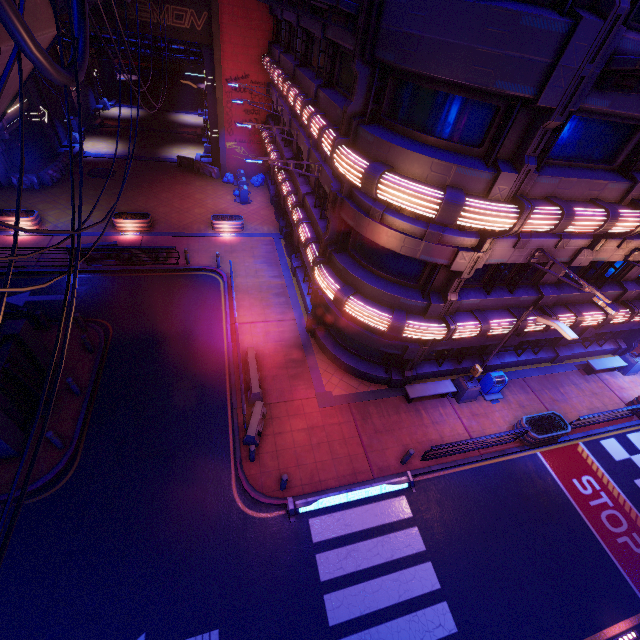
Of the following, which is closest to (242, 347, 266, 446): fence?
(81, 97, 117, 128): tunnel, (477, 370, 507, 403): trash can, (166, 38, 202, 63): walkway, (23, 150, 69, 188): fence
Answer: (477, 370, 507, 403): trash can

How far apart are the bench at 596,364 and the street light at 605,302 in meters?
10.6 m

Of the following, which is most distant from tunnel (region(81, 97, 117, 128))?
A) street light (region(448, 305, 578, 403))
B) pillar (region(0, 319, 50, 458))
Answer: street light (region(448, 305, 578, 403))

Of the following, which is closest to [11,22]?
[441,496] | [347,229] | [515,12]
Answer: [515,12]

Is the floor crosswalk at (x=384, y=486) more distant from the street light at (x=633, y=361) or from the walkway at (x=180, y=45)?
the walkway at (x=180, y=45)

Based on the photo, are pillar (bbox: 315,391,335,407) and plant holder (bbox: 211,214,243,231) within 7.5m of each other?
no

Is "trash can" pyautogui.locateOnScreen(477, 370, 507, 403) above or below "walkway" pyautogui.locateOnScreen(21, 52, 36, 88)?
below

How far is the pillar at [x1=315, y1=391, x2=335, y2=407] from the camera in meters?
14.2
